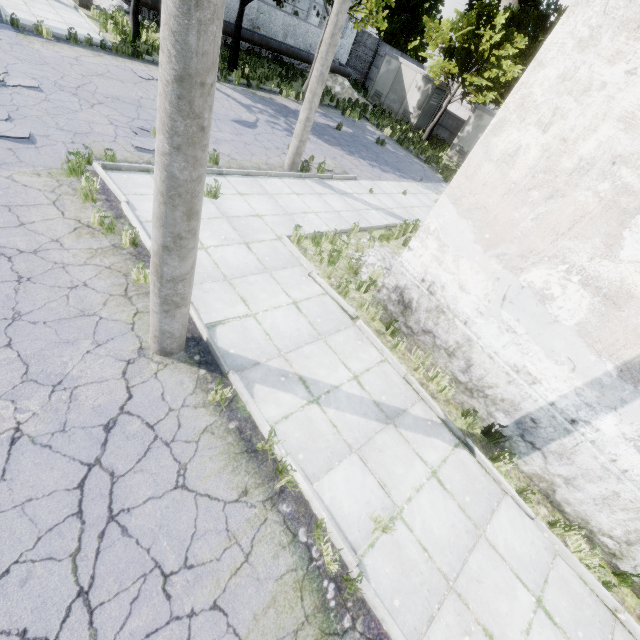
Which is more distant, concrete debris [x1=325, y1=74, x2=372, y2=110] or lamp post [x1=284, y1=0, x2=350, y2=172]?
concrete debris [x1=325, y1=74, x2=372, y2=110]

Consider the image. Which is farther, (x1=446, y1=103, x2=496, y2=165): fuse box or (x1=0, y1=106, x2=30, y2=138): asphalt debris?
(x1=446, y1=103, x2=496, y2=165): fuse box

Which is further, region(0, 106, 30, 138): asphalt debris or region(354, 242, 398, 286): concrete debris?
region(354, 242, 398, 286): concrete debris

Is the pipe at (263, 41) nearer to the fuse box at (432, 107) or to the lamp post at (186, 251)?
the fuse box at (432, 107)

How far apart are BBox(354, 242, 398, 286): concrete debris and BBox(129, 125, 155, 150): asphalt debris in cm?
547

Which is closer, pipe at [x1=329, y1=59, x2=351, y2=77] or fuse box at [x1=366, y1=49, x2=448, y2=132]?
fuse box at [x1=366, y1=49, x2=448, y2=132]

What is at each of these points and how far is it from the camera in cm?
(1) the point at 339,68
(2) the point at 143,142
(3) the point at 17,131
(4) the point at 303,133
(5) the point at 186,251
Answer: (1) pipe, 2534
(2) asphalt debris, 866
(3) asphalt debris, 695
(4) lamp post, 1027
(5) lamp post, 362

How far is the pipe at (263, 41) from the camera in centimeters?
2008cm
